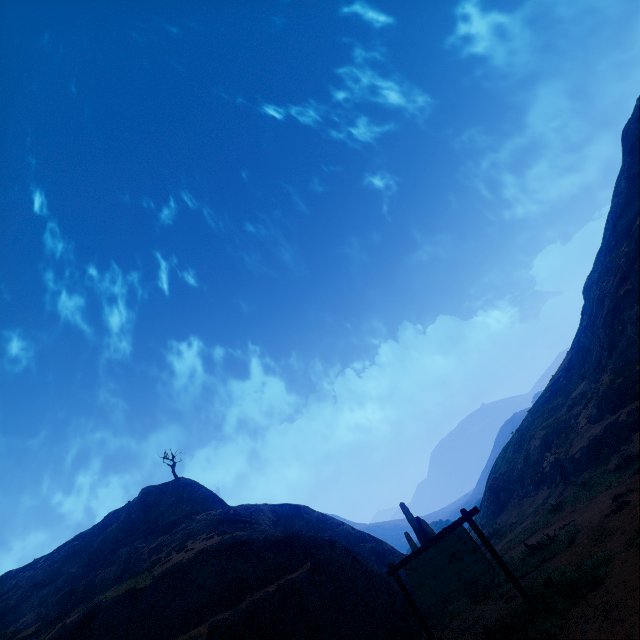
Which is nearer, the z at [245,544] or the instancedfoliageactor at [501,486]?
the z at [245,544]

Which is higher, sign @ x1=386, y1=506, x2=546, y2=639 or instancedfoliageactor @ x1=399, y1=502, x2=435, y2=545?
instancedfoliageactor @ x1=399, y1=502, x2=435, y2=545

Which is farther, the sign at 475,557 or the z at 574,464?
the sign at 475,557

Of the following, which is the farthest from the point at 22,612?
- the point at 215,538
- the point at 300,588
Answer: the point at 300,588

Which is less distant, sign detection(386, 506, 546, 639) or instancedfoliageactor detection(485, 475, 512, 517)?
sign detection(386, 506, 546, 639)

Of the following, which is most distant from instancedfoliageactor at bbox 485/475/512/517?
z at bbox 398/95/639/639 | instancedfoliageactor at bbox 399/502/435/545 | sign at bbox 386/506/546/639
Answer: sign at bbox 386/506/546/639

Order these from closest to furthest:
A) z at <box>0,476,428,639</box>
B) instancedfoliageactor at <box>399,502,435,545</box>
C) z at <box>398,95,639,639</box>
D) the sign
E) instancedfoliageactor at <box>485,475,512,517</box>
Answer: z at <box>398,95,639,639</box> → the sign → z at <box>0,476,428,639</box> → instancedfoliageactor at <box>399,502,435,545</box> → instancedfoliageactor at <box>485,475,512,517</box>

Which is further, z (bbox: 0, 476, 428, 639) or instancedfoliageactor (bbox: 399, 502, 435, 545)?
instancedfoliageactor (bbox: 399, 502, 435, 545)
